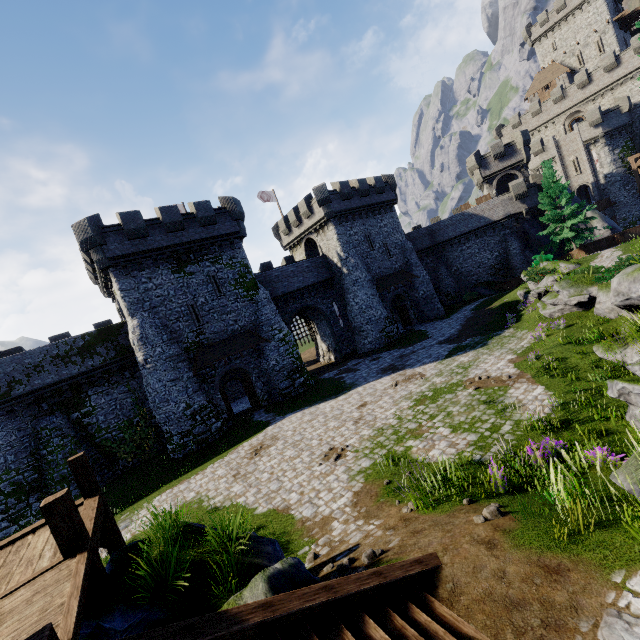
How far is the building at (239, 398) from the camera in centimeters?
2933cm

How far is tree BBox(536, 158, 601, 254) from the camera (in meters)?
30.45

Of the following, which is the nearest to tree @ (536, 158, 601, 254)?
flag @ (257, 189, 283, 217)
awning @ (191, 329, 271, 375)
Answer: flag @ (257, 189, 283, 217)

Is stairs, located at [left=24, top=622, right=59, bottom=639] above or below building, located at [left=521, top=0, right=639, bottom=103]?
below

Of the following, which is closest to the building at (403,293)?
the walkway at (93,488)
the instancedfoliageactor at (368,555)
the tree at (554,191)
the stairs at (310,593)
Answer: the tree at (554,191)

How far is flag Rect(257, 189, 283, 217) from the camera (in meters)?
38.03

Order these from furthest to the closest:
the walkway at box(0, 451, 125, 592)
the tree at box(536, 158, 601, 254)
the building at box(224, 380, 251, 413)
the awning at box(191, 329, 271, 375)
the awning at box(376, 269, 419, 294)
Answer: the awning at box(376, 269, 419, 294) → the tree at box(536, 158, 601, 254) → the building at box(224, 380, 251, 413) → the awning at box(191, 329, 271, 375) → the walkway at box(0, 451, 125, 592)

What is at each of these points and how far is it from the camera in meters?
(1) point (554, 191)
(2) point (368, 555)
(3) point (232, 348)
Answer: (1) tree, 31.5 m
(2) instancedfoliageactor, 6.4 m
(3) awning, 24.6 m
